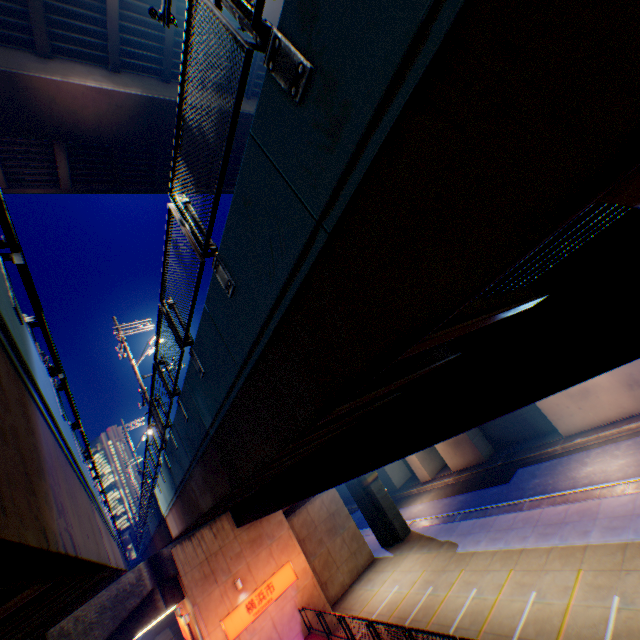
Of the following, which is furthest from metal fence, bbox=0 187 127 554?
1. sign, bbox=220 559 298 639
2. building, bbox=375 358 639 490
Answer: building, bbox=375 358 639 490

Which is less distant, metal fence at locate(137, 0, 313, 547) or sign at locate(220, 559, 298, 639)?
metal fence at locate(137, 0, 313, 547)

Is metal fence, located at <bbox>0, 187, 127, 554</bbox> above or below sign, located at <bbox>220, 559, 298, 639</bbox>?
above

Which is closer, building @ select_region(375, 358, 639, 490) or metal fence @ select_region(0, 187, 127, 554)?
metal fence @ select_region(0, 187, 127, 554)

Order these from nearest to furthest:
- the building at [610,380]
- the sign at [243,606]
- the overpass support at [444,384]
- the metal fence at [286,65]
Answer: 1. the overpass support at [444,384]
2. the metal fence at [286,65]
3. the sign at [243,606]
4. the building at [610,380]

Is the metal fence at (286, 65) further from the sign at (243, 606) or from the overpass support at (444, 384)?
the sign at (243, 606)

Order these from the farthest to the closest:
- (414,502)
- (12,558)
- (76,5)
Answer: (414,502)
(76,5)
(12,558)

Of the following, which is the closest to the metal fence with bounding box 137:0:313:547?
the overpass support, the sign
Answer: the overpass support
